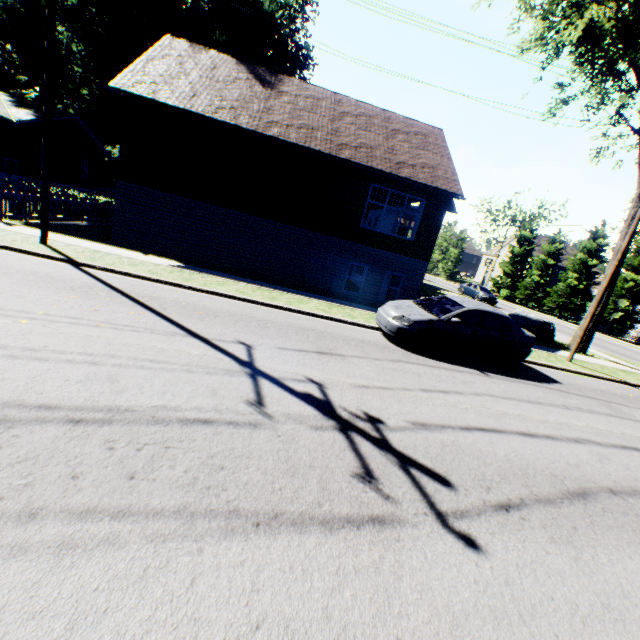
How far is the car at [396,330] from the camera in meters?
9.1

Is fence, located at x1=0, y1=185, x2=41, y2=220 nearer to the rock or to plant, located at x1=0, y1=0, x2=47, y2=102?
plant, located at x1=0, y1=0, x2=47, y2=102

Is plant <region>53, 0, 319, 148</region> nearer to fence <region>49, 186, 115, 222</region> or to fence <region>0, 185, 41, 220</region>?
fence <region>49, 186, 115, 222</region>

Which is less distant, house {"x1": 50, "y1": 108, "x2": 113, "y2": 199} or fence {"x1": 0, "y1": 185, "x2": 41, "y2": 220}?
fence {"x1": 0, "y1": 185, "x2": 41, "y2": 220}

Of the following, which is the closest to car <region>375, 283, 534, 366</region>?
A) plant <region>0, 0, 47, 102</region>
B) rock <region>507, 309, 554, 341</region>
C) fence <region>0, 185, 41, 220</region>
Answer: rock <region>507, 309, 554, 341</region>

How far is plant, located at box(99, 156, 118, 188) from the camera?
57.00m

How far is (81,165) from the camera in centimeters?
2903cm

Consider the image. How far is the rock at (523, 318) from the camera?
17.98m
